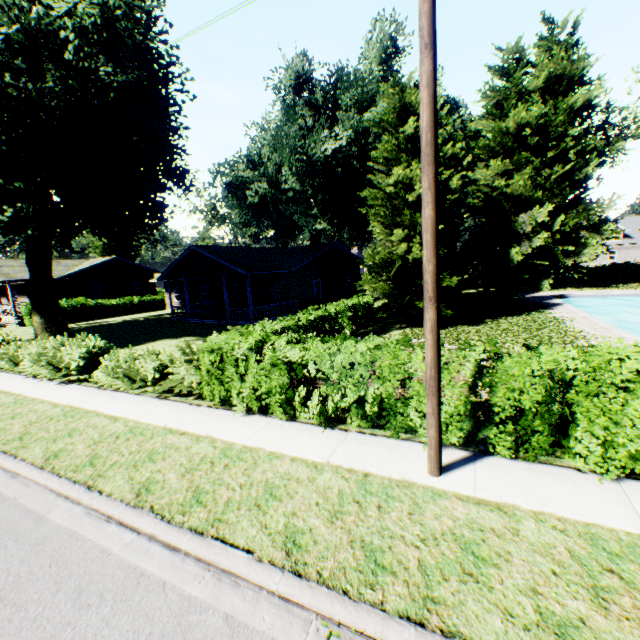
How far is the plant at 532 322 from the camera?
12.4m

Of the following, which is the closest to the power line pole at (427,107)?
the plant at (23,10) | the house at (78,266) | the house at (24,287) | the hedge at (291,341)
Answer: the hedge at (291,341)

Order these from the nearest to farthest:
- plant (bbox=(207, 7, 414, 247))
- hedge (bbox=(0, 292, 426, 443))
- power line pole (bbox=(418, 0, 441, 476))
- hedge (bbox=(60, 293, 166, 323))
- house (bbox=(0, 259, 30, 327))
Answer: power line pole (bbox=(418, 0, 441, 476)) < hedge (bbox=(0, 292, 426, 443)) < plant (bbox=(207, 7, 414, 247)) < house (bbox=(0, 259, 30, 327)) < hedge (bbox=(60, 293, 166, 323))

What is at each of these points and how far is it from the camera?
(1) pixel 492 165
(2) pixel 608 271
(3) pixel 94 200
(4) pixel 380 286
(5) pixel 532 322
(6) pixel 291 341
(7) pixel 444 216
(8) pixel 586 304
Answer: (1) plant, 30.52m
(2) hedge, 36.56m
(3) plant, 16.34m
(4) tree, 16.28m
(5) plant, 16.00m
(6) hedge, 7.70m
(7) tree, 16.12m
(8) swimming pool, 26.88m

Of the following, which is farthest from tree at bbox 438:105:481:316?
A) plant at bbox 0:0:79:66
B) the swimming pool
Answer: the swimming pool

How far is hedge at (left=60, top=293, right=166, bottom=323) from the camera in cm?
3127

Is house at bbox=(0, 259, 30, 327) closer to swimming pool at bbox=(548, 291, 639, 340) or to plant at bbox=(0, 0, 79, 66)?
plant at bbox=(0, 0, 79, 66)

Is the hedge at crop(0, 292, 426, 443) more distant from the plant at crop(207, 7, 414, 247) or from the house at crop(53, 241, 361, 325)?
the house at crop(53, 241, 361, 325)
